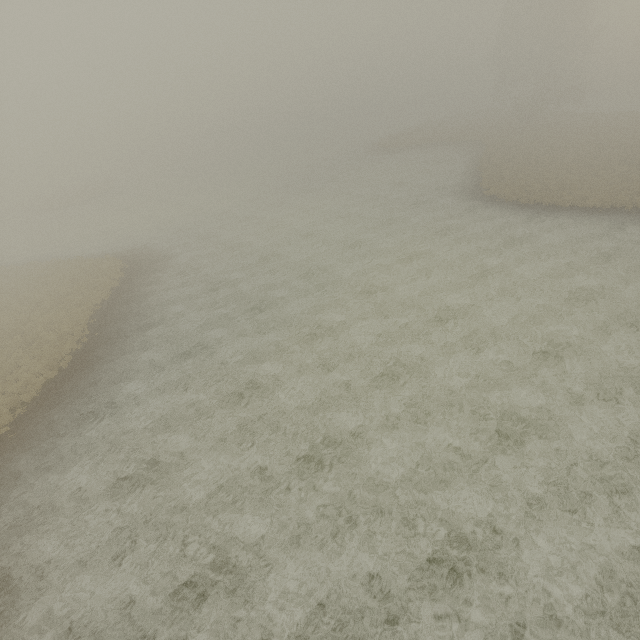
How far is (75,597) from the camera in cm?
973
